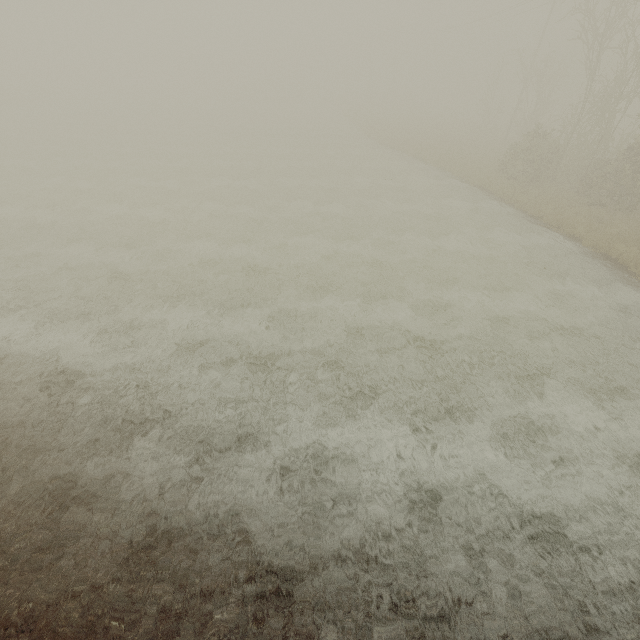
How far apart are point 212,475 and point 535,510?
6.5m
